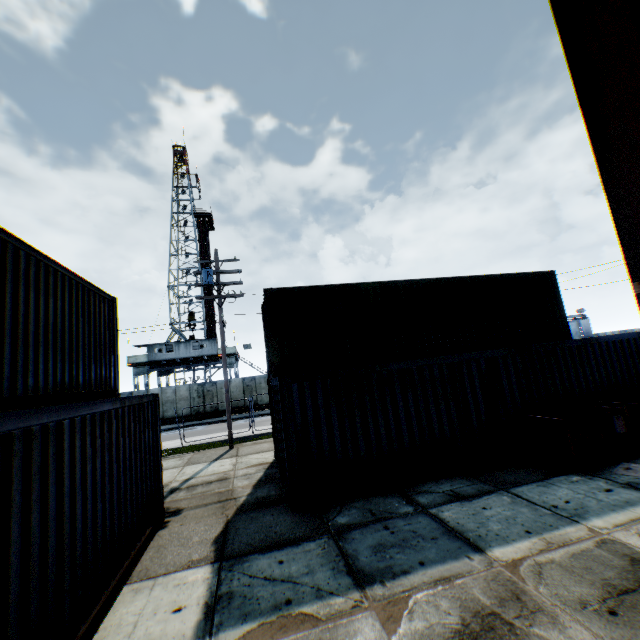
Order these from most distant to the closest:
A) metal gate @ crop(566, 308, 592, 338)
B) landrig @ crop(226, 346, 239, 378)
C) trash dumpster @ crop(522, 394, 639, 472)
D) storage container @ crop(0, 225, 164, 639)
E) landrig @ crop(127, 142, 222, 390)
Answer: metal gate @ crop(566, 308, 592, 338) < landrig @ crop(226, 346, 239, 378) < landrig @ crop(127, 142, 222, 390) < trash dumpster @ crop(522, 394, 639, 472) < storage container @ crop(0, 225, 164, 639)

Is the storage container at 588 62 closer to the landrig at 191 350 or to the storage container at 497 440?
the storage container at 497 440

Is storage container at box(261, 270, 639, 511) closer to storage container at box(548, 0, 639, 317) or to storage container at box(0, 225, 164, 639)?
storage container at box(0, 225, 164, 639)

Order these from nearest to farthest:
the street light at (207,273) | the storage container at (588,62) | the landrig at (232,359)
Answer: the storage container at (588,62) < the street light at (207,273) < the landrig at (232,359)

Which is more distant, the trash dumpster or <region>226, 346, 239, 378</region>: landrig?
<region>226, 346, 239, 378</region>: landrig

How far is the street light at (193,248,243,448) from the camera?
15.2m

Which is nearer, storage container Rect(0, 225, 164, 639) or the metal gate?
storage container Rect(0, 225, 164, 639)

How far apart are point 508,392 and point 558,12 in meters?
9.3 m
